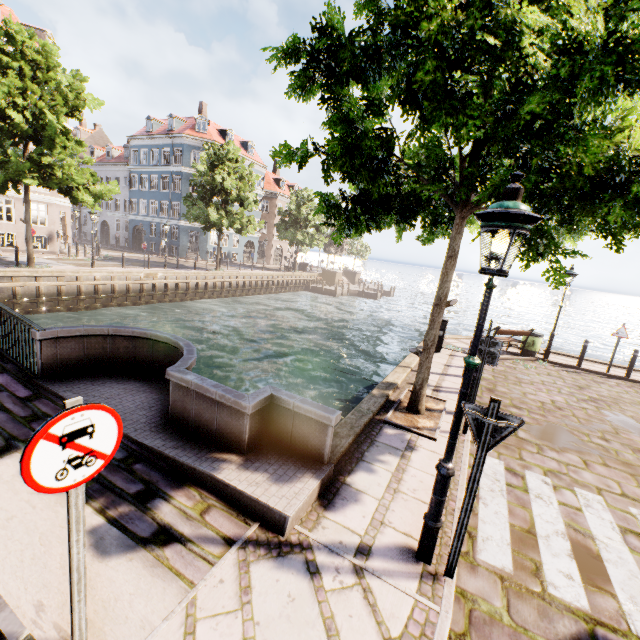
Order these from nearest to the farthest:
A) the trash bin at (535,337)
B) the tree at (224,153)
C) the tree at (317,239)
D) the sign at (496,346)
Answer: the tree at (317,239) → the sign at (496,346) → the trash bin at (535,337) → the tree at (224,153)

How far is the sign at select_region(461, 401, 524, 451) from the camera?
2.9m

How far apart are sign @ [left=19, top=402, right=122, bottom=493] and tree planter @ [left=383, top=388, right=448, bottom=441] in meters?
4.9

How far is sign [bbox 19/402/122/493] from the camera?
1.8 meters

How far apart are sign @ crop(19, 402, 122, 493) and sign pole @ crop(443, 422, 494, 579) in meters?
3.0

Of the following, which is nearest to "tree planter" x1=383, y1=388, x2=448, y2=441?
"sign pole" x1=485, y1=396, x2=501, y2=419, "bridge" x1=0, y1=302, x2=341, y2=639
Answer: "bridge" x1=0, y1=302, x2=341, y2=639

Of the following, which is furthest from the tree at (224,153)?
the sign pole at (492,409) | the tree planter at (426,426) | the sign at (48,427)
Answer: the sign at (48,427)

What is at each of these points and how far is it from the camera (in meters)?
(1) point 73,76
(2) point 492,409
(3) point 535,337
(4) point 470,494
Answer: (1) tree, 16.44
(2) sign pole, 2.88
(3) trash bin, 12.93
(4) sign pole, 3.06
